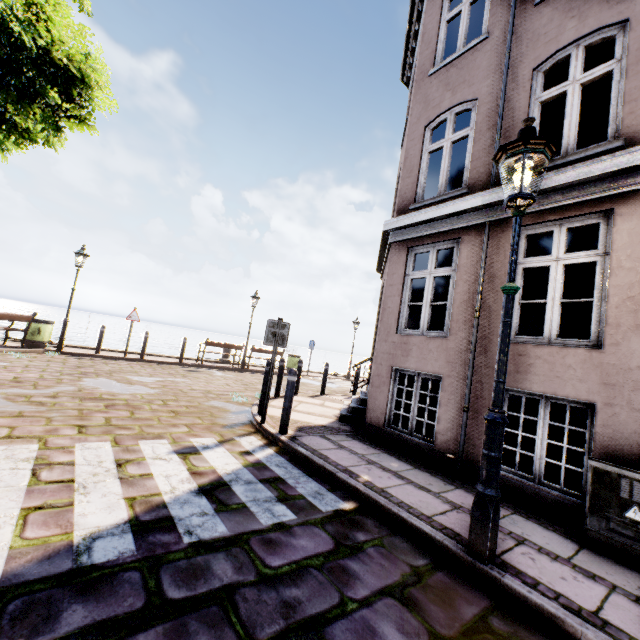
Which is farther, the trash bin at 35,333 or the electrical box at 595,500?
the trash bin at 35,333

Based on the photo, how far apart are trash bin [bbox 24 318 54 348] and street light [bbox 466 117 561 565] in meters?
13.3 m

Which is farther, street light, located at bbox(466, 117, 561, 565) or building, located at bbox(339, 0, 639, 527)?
building, located at bbox(339, 0, 639, 527)

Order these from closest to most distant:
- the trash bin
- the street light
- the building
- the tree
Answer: the street light
the tree
the building
the trash bin

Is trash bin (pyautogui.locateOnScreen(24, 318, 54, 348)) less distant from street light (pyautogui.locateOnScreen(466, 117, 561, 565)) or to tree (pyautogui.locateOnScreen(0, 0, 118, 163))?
tree (pyautogui.locateOnScreen(0, 0, 118, 163))

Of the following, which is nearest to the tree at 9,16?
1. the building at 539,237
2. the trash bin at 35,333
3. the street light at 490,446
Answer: the building at 539,237

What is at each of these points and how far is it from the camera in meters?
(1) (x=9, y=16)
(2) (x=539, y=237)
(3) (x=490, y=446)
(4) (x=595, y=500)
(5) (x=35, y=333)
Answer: (1) tree, 3.0 m
(2) building, 14.0 m
(3) street light, 2.7 m
(4) electrical box, 3.3 m
(5) trash bin, 10.6 m

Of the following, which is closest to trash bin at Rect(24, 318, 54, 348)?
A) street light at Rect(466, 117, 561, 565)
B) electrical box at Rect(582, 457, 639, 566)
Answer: street light at Rect(466, 117, 561, 565)
